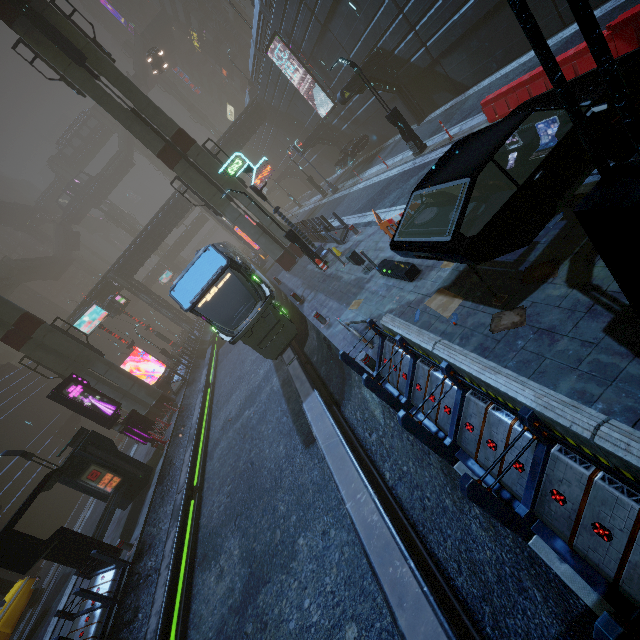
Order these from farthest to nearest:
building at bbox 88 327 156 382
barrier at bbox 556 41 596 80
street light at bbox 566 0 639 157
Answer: building at bbox 88 327 156 382 < barrier at bbox 556 41 596 80 < street light at bbox 566 0 639 157

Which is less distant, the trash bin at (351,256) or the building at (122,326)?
the trash bin at (351,256)

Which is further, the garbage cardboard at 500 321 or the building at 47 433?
the building at 47 433

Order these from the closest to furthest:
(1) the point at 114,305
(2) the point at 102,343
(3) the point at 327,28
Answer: (3) the point at 327,28
(1) the point at 114,305
(2) the point at 102,343

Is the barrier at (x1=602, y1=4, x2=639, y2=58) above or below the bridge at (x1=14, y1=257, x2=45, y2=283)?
below

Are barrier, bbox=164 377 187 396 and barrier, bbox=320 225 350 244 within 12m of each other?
no

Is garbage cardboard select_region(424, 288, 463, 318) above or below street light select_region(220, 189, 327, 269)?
below

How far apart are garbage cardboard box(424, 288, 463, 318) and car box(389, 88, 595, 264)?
1.2 meters
